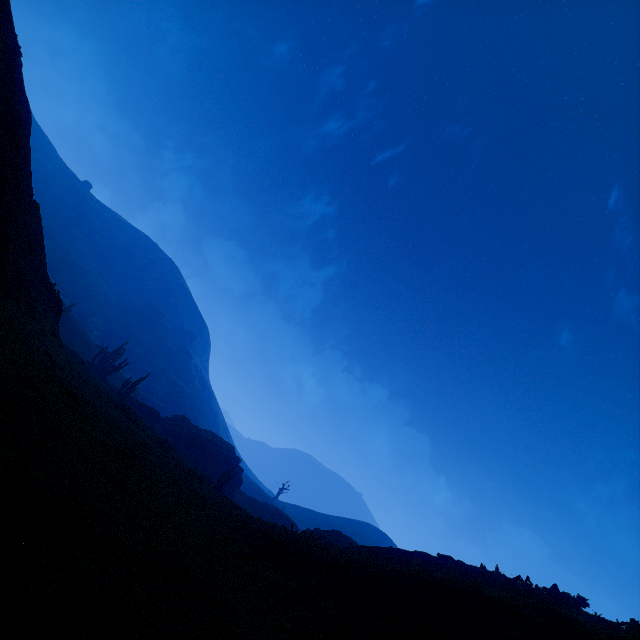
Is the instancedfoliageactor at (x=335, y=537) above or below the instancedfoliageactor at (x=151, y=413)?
above

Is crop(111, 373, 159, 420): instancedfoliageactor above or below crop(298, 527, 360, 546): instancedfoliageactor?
below

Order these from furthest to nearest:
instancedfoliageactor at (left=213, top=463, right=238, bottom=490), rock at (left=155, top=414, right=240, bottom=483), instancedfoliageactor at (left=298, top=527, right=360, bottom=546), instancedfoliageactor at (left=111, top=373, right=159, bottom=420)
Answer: rock at (left=155, top=414, right=240, bottom=483) → instancedfoliageactor at (left=111, top=373, right=159, bottom=420) → instancedfoliageactor at (left=213, top=463, right=238, bottom=490) → instancedfoliageactor at (left=298, top=527, right=360, bottom=546)

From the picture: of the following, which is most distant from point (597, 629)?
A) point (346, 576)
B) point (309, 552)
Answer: point (309, 552)

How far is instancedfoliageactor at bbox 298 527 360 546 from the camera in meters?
13.8 m

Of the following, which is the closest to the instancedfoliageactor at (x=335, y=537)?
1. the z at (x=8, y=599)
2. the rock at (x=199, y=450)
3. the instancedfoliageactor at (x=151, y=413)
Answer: the z at (x=8, y=599)

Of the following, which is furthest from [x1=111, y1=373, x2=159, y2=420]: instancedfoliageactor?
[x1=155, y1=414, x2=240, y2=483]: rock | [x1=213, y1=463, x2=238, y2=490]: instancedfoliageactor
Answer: [x1=213, y1=463, x2=238, y2=490]: instancedfoliageactor

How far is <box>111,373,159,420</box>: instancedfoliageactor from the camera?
Result: 35.8 meters
